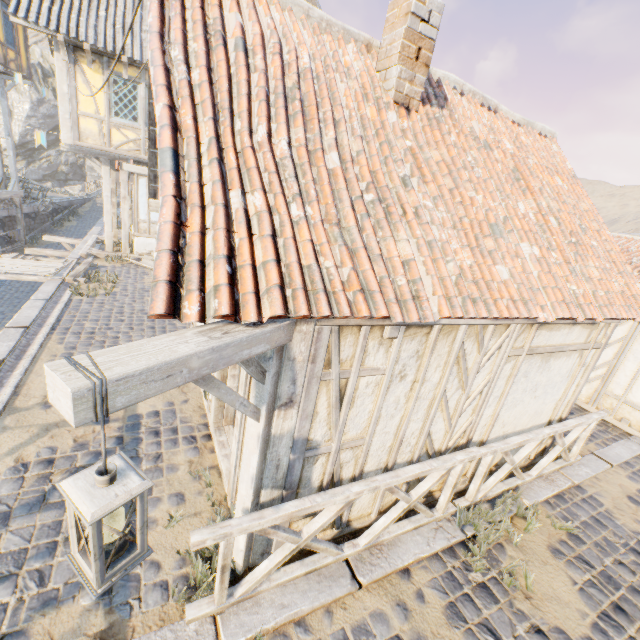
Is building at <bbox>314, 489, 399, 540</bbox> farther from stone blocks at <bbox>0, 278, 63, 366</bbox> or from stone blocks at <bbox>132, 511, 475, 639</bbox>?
stone blocks at <bbox>0, 278, 63, 366</bbox>

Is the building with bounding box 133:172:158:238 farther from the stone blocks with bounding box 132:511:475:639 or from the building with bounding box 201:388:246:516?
the stone blocks with bounding box 132:511:475:639

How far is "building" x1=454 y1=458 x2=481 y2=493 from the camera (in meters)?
4.84

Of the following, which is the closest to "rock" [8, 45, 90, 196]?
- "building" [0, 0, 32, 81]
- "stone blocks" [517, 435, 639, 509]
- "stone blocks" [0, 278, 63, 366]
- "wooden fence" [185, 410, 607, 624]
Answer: "stone blocks" [0, 278, 63, 366]

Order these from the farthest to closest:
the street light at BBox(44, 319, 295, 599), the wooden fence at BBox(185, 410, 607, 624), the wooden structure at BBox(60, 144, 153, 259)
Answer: the wooden structure at BBox(60, 144, 153, 259), the wooden fence at BBox(185, 410, 607, 624), the street light at BBox(44, 319, 295, 599)

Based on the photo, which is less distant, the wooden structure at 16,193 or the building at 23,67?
the wooden structure at 16,193

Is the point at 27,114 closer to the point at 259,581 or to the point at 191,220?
the point at 191,220

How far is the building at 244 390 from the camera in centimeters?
334cm
